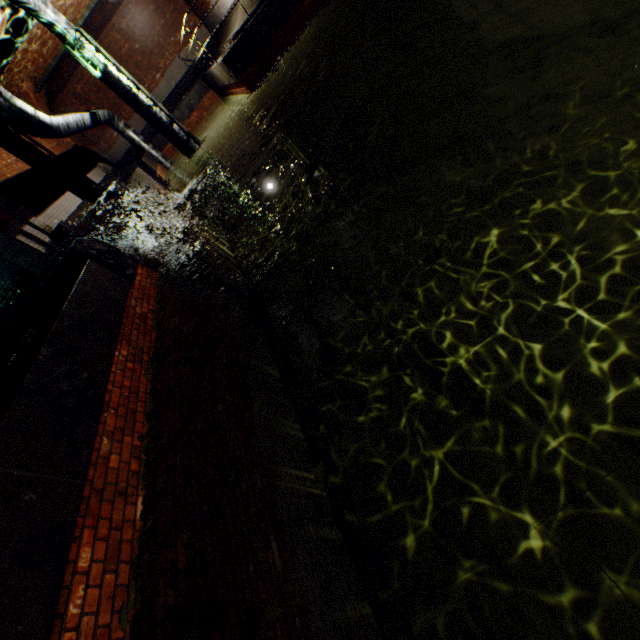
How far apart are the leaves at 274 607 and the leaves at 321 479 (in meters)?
0.59

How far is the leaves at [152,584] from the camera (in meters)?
2.27

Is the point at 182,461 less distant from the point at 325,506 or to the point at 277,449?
the point at 277,449

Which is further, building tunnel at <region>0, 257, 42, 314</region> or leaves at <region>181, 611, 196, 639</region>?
building tunnel at <region>0, 257, 42, 314</region>

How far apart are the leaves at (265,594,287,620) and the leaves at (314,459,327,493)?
0.6 meters

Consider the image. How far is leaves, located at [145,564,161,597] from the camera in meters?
2.3

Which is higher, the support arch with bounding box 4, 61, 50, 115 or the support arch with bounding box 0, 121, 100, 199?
the support arch with bounding box 4, 61, 50, 115

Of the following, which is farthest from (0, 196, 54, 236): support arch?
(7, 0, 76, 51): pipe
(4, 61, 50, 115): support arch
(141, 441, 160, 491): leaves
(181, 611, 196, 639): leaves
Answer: (181, 611, 196, 639): leaves
